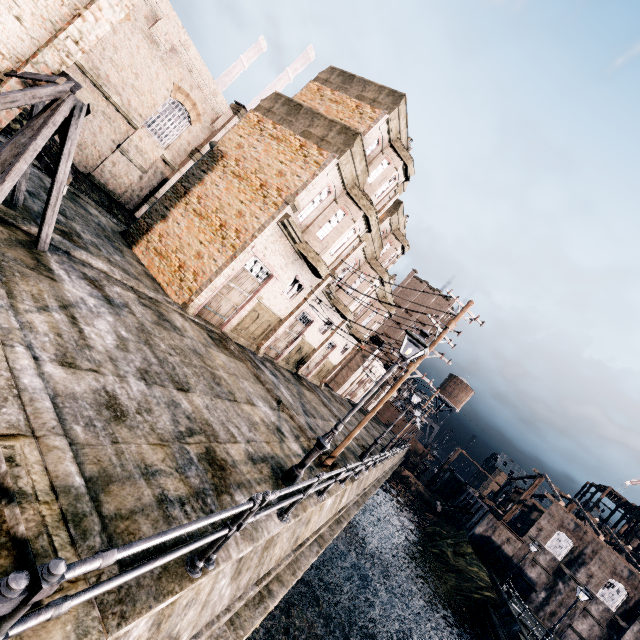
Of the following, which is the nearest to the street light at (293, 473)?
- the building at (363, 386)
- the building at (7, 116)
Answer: the building at (7, 116)

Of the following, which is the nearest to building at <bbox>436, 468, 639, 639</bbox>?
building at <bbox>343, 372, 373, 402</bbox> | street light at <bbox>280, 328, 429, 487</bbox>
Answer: building at <bbox>343, 372, 373, 402</bbox>

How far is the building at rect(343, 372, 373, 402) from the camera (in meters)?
51.50

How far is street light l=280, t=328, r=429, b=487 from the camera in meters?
8.9

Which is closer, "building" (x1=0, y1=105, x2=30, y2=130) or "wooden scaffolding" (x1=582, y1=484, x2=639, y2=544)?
"building" (x1=0, y1=105, x2=30, y2=130)

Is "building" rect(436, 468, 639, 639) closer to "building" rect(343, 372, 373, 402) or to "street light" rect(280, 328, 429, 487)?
"building" rect(343, 372, 373, 402)

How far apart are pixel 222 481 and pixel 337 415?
21.1 meters

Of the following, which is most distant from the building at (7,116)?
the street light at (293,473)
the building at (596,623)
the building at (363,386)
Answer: the building at (596,623)
